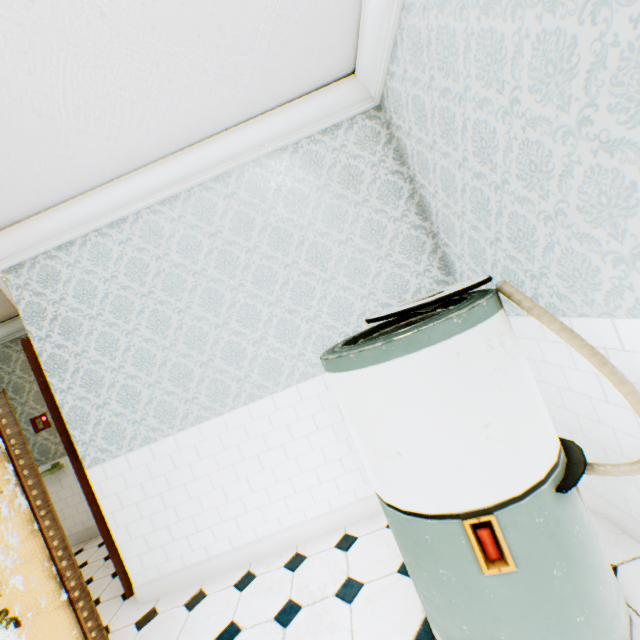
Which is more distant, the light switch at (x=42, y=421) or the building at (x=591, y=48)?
the light switch at (x=42, y=421)

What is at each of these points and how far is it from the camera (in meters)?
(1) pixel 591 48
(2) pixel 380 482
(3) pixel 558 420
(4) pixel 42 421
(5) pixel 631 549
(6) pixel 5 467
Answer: (1) building, 0.91
(2) washing machine, 1.37
(3) building, 1.83
(4) light switch, 4.43
(5) building, 1.55
(6) folding screen, 1.40

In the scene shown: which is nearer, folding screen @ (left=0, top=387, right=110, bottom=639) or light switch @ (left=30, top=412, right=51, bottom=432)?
folding screen @ (left=0, top=387, right=110, bottom=639)

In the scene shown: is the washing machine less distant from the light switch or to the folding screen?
the folding screen

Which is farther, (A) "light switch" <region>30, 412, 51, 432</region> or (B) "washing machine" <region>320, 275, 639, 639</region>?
(A) "light switch" <region>30, 412, 51, 432</region>

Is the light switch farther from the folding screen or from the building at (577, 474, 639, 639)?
the folding screen

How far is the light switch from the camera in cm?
443

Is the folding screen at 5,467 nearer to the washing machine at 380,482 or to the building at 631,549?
the building at 631,549
